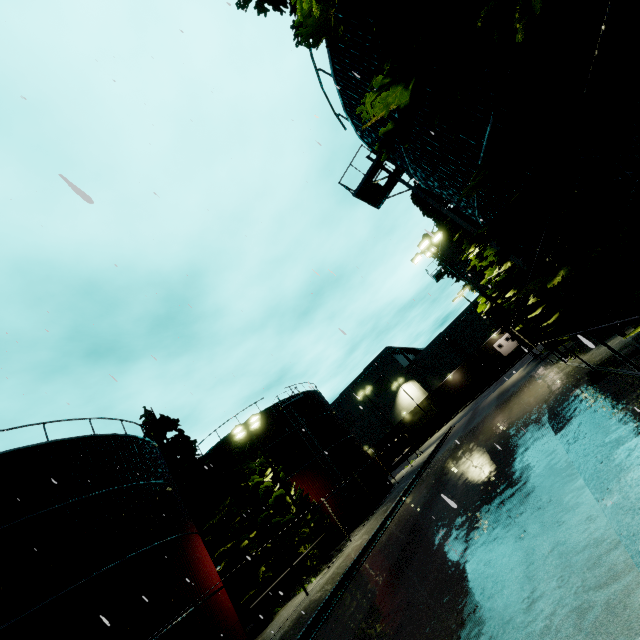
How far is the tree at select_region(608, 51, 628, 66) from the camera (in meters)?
3.36

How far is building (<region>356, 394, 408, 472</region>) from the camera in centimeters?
5581cm

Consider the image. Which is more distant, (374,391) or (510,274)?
(374,391)

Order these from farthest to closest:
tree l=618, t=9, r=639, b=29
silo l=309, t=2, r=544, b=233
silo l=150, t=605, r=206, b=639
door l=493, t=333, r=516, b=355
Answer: door l=493, t=333, r=516, b=355 < silo l=150, t=605, r=206, b=639 < silo l=309, t=2, r=544, b=233 < tree l=618, t=9, r=639, b=29

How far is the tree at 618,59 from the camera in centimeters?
336cm

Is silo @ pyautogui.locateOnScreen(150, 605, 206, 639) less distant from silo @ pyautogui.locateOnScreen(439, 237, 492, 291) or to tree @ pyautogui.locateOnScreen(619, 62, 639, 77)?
tree @ pyautogui.locateOnScreen(619, 62, 639, 77)

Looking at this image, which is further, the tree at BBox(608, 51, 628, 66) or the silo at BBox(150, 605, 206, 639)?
the silo at BBox(150, 605, 206, 639)

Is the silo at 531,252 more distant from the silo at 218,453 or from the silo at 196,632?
the silo at 218,453
